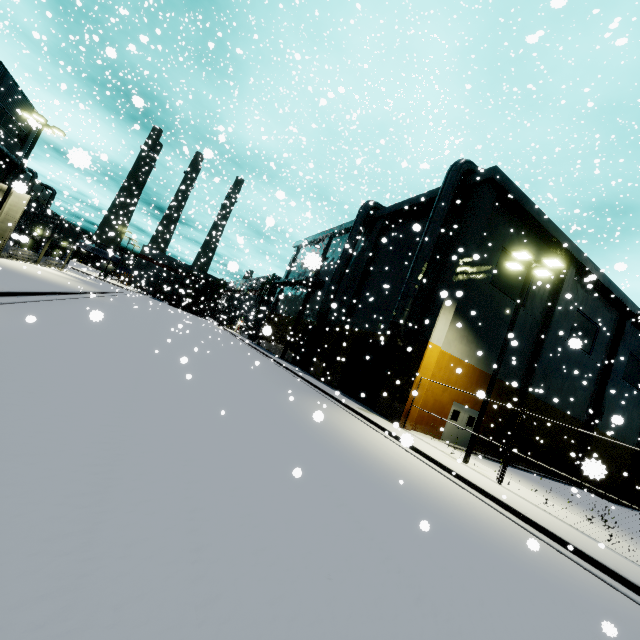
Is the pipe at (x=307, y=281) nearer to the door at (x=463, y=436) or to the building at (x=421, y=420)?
the building at (x=421, y=420)

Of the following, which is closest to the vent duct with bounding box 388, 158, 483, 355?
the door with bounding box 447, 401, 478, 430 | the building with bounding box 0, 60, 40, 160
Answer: the building with bounding box 0, 60, 40, 160

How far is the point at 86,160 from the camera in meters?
2.7 m

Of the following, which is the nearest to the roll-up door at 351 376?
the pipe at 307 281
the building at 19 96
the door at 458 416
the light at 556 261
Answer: the building at 19 96

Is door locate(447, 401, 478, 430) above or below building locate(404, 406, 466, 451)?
above

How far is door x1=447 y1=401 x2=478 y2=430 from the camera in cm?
1991

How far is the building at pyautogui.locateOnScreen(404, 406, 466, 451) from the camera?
17.59m
